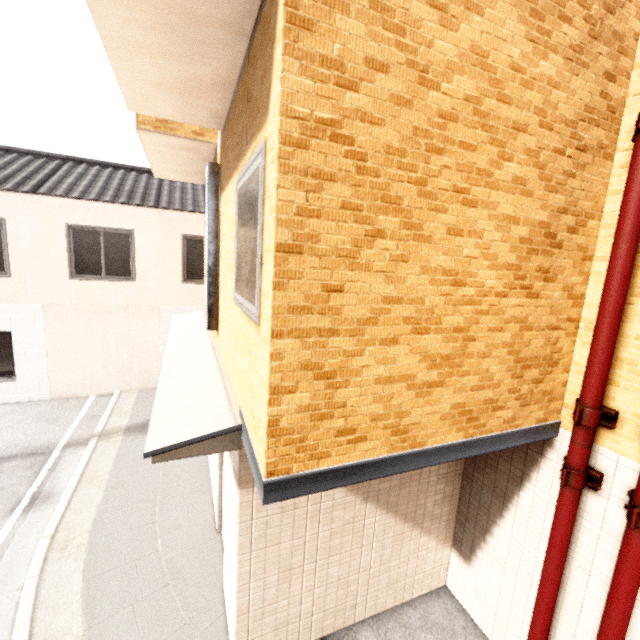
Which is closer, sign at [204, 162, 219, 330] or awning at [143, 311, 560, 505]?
awning at [143, 311, 560, 505]

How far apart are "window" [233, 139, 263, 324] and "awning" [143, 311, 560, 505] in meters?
0.9

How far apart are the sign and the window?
1.5m

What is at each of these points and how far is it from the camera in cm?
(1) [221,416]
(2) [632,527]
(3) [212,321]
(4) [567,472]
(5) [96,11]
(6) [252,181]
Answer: (1) awning, 294
(2) pipe, 245
(3) sign, 473
(4) pipe, 289
(5) balcony, 225
(6) window, 228

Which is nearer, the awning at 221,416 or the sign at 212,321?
the awning at 221,416

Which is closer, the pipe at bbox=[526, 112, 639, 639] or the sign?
the pipe at bbox=[526, 112, 639, 639]

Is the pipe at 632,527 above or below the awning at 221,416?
below

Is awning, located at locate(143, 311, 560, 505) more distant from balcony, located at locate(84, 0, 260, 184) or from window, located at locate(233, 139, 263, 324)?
balcony, located at locate(84, 0, 260, 184)
